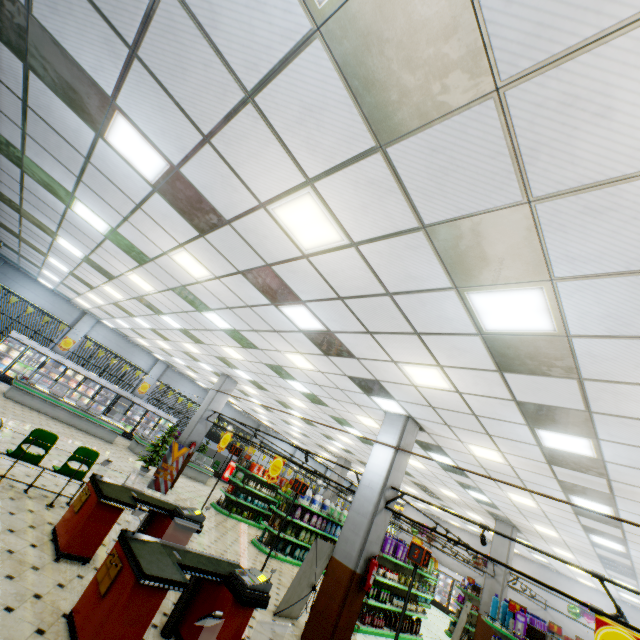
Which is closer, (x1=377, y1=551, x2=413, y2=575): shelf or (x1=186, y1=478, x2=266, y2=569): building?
(x1=186, y1=478, x2=266, y2=569): building

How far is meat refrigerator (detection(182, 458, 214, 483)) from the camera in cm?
1821

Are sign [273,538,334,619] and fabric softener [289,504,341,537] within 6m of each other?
yes

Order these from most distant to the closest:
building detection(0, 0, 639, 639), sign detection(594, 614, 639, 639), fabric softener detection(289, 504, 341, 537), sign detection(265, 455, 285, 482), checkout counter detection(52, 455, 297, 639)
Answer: fabric softener detection(289, 504, 341, 537), sign detection(265, 455, 285, 482), sign detection(594, 614, 639, 639), checkout counter detection(52, 455, 297, 639), building detection(0, 0, 639, 639)

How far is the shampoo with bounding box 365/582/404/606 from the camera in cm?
934

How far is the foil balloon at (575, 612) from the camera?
13.75m

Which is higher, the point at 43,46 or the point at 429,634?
the point at 43,46

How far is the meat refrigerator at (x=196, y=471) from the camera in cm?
1821
